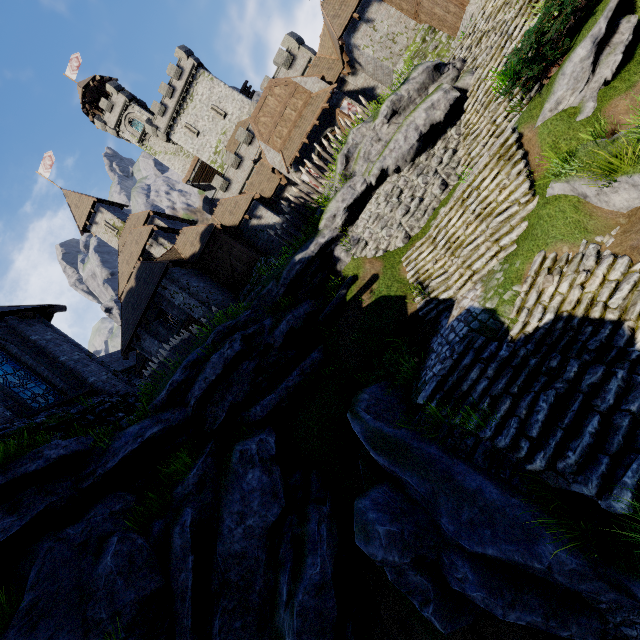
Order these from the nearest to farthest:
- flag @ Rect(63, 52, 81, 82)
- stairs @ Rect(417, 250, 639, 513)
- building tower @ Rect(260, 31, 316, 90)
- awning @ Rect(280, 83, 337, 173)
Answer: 1. stairs @ Rect(417, 250, 639, 513)
2. awning @ Rect(280, 83, 337, 173)
3. building tower @ Rect(260, 31, 316, 90)
4. flag @ Rect(63, 52, 81, 82)

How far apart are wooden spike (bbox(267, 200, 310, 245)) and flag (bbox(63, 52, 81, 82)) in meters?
58.4 m

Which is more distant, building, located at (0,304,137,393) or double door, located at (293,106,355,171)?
double door, located at (293,106,355,171)

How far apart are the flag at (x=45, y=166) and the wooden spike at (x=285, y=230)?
33.1m

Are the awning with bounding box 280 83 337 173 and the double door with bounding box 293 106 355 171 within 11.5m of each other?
yes

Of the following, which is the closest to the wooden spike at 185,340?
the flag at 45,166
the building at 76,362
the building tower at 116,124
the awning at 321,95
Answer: the building at 76,362

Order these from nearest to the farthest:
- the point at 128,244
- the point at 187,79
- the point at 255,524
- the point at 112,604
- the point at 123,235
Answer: the point at 112,604 < the point at 255,524 < the point at 128,244 < the point at 123,235 < the point at 187,79

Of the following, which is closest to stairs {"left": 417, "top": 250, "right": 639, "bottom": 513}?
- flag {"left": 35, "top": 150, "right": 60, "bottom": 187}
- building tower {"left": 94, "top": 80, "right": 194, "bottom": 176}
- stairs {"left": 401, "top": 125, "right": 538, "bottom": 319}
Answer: stairs {"left": 401, "top": 125, "right": 538, "bottom": 319}
